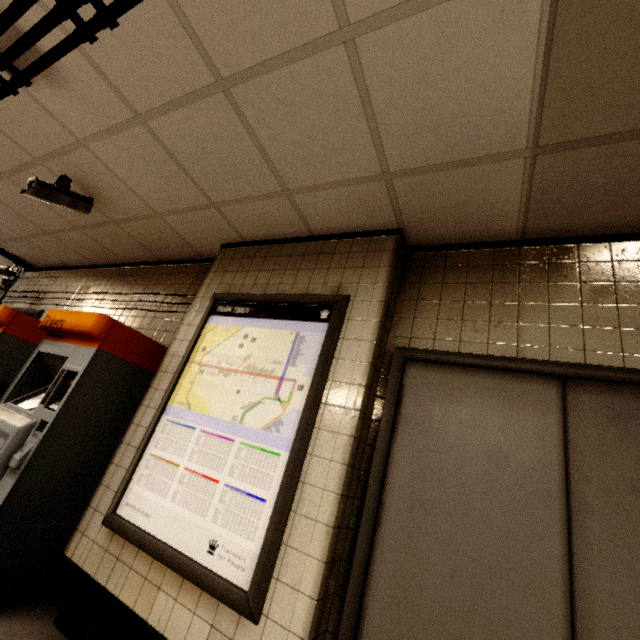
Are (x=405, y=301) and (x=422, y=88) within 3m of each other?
yes

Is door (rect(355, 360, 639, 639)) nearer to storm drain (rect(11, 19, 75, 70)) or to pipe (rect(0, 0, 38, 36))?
storm drain (rect(11, 19, 75, 70))

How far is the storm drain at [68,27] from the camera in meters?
1.7 m

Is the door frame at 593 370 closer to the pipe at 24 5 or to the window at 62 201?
the pipe at 24 5

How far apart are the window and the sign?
1.6m

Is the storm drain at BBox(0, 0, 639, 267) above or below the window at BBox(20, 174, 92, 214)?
above

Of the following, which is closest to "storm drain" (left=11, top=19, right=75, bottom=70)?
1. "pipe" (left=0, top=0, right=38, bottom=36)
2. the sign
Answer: "pipe" (left=0, top=0, right=38, bottom=36)

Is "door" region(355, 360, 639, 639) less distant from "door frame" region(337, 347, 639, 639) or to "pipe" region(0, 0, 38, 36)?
"door frame" region(337, 347, 639, 639)
